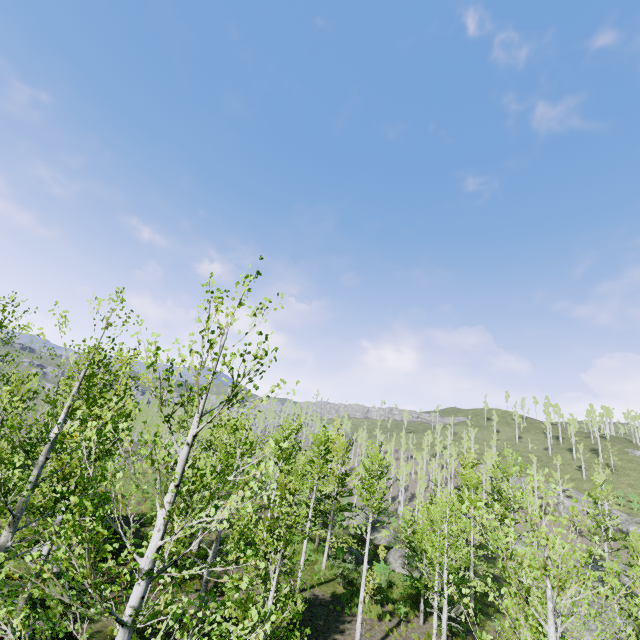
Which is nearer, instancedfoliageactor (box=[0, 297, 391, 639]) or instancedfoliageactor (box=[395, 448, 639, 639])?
instancedfoliageactor (box=[0, 297, 391, 639])

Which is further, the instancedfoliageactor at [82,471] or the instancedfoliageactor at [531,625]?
the instancedfoliageactor at [531,625]

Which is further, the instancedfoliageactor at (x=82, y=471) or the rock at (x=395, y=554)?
the rock at (x=395, y=554)

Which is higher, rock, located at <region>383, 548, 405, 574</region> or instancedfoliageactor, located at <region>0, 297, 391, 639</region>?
instancedfoliageactor, located at <region>0, 297, 391, 639</region>

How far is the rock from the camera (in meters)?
26.84

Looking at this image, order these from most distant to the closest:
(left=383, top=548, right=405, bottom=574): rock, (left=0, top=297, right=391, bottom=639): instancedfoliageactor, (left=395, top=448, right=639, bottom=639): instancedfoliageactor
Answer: (left=383, top=548, right=405, bottom=574): rock → (left=395, top=448, right=639, bottom=639): instancedfoliageactor → (left=0, top=297, right=391, bottom=639): instancedfoliageactor

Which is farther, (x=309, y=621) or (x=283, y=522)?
(x=309, y=621)
